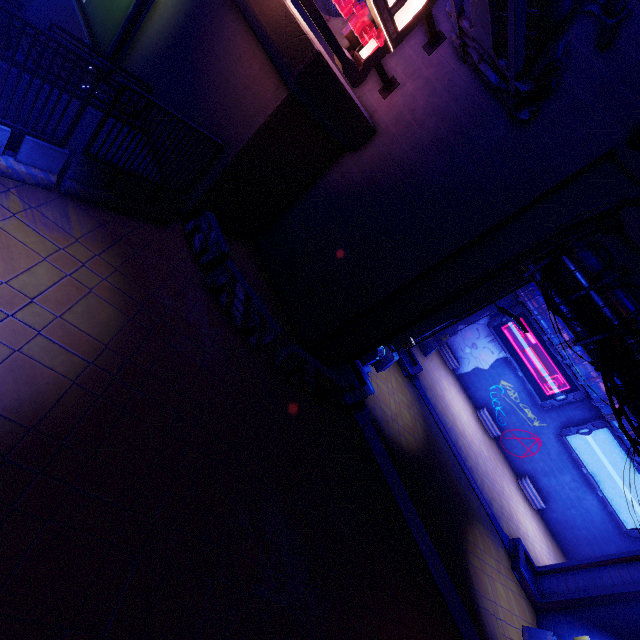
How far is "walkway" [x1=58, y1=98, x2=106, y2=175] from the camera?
7.9m

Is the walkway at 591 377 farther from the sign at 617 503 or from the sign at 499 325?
the sign at 499 325

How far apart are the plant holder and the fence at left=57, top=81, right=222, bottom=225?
28.93m

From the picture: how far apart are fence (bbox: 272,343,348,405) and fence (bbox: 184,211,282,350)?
0.51m

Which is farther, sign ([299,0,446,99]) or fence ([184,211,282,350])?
fence ([184,211,282,350])

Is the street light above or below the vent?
below

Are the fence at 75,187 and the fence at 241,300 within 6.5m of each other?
yes

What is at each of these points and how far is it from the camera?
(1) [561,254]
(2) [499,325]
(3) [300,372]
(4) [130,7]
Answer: (1) walkway, 10.8m
(2) sign, 25.7m
(3) fence, 9.5m
(4) sign, 10.0m
